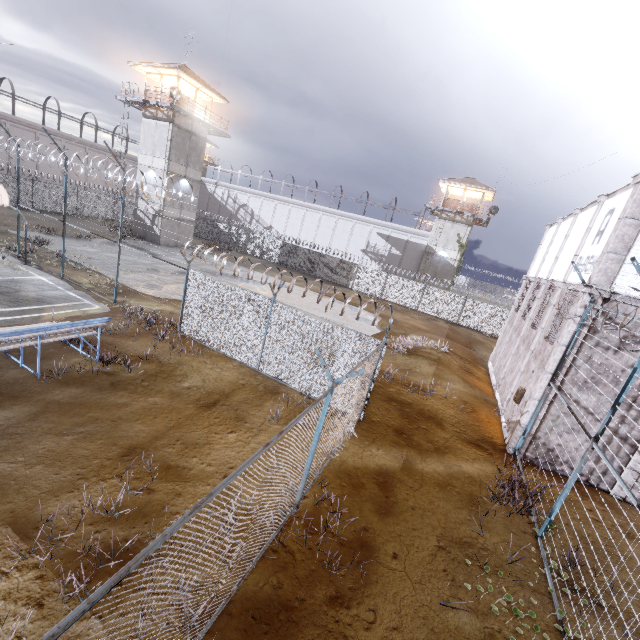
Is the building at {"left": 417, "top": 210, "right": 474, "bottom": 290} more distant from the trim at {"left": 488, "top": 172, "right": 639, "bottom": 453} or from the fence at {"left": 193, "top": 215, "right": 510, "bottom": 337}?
the trim at {"left": 488, "top": 172, "right": 639, "bottom": 453}

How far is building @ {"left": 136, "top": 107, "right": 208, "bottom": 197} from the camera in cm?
2859

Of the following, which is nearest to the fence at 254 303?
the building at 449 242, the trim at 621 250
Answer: the trim at 621 250

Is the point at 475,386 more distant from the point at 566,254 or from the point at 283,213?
the point at 283,213

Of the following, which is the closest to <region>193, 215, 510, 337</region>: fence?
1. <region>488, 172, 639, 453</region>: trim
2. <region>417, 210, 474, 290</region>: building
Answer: <region>488, 172, 639, 453</region>: trim

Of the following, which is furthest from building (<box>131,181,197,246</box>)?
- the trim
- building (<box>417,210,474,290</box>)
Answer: the trim

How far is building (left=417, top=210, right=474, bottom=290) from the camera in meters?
36.7

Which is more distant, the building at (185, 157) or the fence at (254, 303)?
the building at (185, 157)
